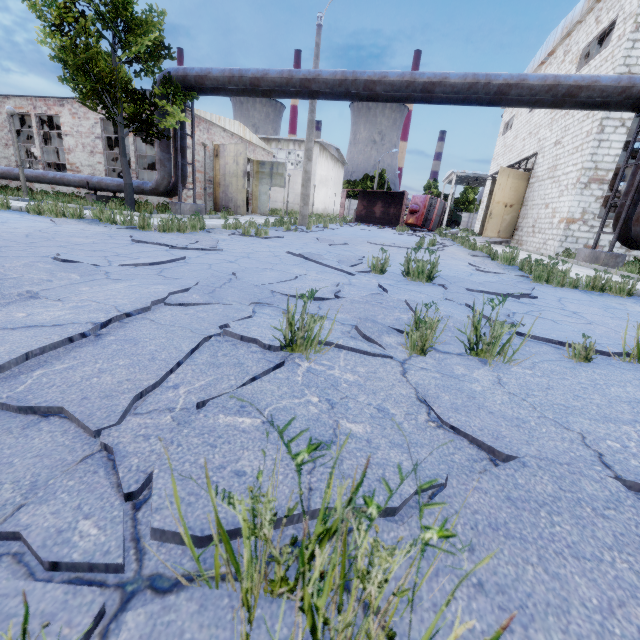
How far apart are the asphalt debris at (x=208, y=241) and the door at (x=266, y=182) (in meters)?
18.32

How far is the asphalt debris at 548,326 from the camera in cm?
277

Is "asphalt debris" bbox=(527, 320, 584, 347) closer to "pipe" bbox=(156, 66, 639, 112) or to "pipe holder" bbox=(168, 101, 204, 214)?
"pipe" bbox=(156, 66, 639, 112)

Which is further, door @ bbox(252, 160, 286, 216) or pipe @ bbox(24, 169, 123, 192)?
door @ bbox(252, 160, 286, 216)

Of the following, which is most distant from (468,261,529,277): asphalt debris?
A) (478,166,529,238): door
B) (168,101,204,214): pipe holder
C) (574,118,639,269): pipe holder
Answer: (478,166,529,238): door

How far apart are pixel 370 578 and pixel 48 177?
19.86m

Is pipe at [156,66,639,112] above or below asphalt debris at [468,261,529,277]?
above

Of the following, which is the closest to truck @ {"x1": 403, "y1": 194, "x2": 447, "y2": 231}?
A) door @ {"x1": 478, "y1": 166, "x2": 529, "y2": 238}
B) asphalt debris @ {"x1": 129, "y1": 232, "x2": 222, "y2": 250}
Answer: → door @ {"x1": 478, "y1": 166, "x2": 529, "y2": 238}
